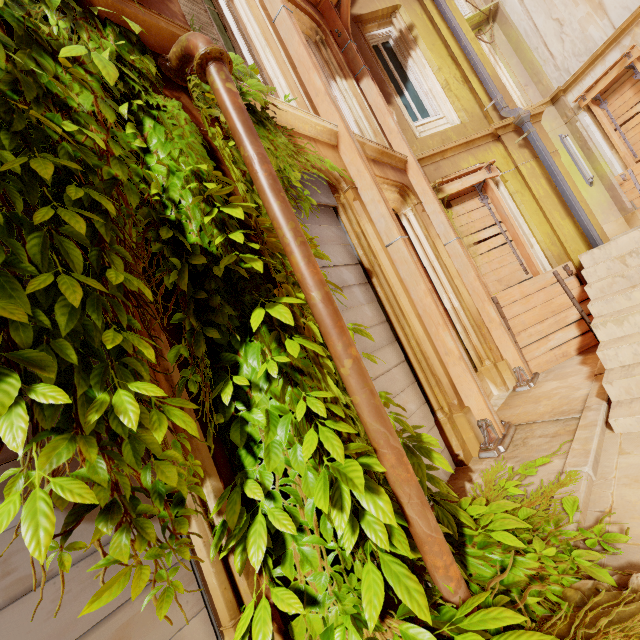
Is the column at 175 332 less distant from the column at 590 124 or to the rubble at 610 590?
the rubble at 610 590

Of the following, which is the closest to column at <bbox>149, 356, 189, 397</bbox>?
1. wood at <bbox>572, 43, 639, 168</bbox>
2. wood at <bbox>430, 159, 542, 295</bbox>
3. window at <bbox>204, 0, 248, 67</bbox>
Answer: window at <bbox>204, 0, 248, 67</bbox>

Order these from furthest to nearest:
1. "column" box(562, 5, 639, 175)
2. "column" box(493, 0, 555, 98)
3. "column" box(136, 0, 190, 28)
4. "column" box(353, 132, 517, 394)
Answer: "column" box(493, 0, 555, 98)
"column" box(562, 5, 639, 175)
"column" box(353, 132, 517, 394)
"column" box(136, 0, 190, 28)

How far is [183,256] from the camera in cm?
201

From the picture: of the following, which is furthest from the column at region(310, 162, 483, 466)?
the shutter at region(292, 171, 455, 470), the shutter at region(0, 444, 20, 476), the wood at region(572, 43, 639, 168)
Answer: the wood at region(572, 43, 639, 168)

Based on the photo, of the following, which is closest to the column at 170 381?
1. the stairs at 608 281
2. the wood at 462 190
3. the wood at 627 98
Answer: the stairs at 608 281

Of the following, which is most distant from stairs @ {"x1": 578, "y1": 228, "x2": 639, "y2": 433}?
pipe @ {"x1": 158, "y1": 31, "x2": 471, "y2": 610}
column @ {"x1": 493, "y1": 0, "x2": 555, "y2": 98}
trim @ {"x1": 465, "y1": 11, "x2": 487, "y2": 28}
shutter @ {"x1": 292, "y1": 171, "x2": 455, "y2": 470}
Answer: trim @ {"x1": 465, "y1": 11, "x2": 487, "y2": 28}

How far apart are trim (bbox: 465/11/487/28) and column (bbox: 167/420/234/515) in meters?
13.1 m
